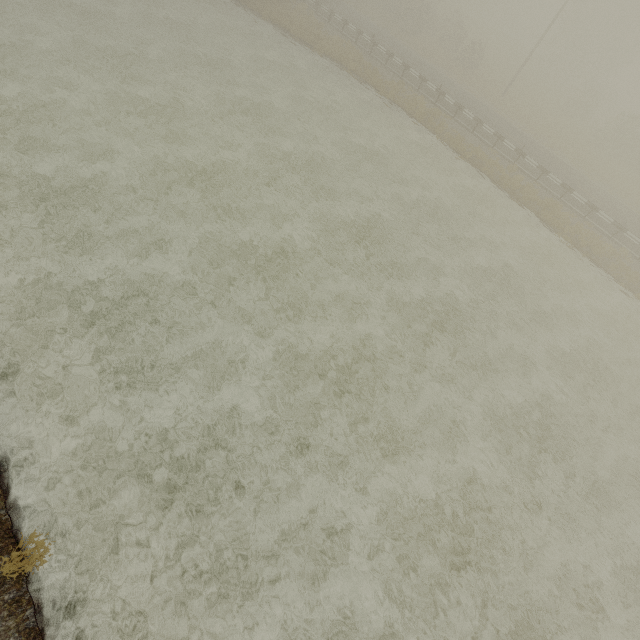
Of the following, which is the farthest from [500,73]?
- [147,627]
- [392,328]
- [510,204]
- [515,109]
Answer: [147,627]
